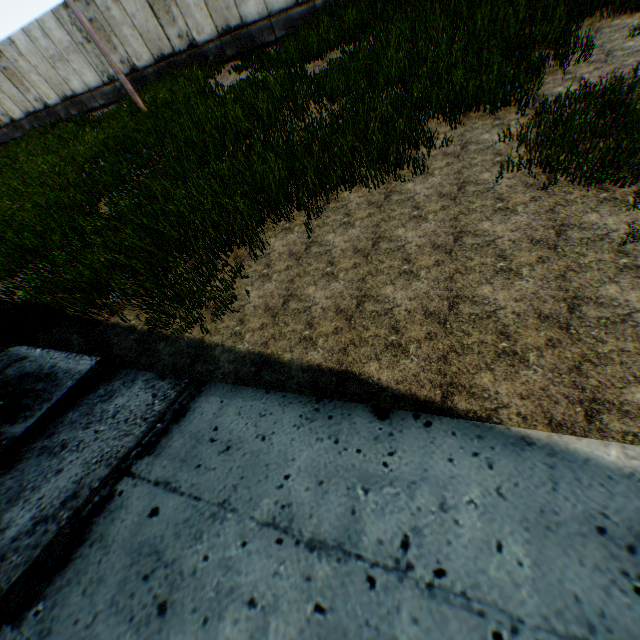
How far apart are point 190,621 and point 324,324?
2.7 meters
